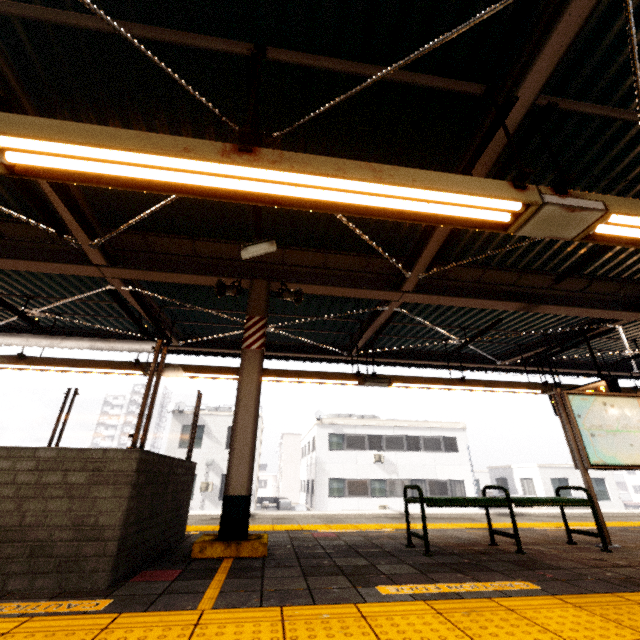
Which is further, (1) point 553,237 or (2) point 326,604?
(1) point 553,237

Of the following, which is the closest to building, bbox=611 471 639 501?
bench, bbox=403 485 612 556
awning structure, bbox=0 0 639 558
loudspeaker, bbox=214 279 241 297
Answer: Result: awning structure, bbox=0 0 639 558

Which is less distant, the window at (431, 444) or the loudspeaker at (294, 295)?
the loudspeaker at (294, 295)

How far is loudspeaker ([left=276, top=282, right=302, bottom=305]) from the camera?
5.08m

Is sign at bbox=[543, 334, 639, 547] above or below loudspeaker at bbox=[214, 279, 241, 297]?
below

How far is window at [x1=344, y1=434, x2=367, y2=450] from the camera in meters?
23.6

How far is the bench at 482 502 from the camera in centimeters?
385cm

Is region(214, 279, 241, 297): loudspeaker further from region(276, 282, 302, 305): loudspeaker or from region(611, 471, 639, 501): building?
region(611, 471, 639, 501): building
